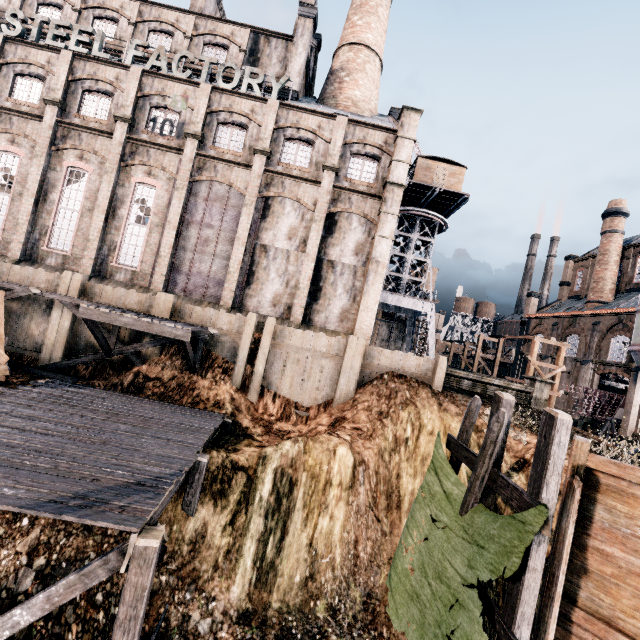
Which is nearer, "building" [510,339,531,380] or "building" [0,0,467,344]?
"building" [0,0,467,344]

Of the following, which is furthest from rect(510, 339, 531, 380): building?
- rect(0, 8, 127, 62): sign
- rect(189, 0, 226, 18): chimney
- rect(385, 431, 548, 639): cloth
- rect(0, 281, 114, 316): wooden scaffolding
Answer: rect(385, 431, 548, 639): cloth

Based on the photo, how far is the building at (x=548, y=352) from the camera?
42.0m

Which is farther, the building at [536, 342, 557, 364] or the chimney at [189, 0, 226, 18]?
the building at [536, 342, 557, 364]

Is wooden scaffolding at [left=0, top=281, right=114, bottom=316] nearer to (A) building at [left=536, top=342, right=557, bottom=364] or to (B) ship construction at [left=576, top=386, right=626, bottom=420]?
(A) building at [left=536, top=342, right=557, bottom=364]

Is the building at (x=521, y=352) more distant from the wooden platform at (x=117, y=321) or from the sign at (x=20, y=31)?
the wooden platform at (x=117, y=321)

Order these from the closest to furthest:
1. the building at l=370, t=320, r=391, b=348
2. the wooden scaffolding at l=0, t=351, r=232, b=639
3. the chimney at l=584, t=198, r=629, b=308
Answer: the wooden scaffolding at l=0, t=351, r=232, b=639, the chimney at l=584, t=198, r=629, b=308, the building at l=370, t=320, r=391, b=348

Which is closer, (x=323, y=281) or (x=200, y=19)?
(x=323, y=281)
